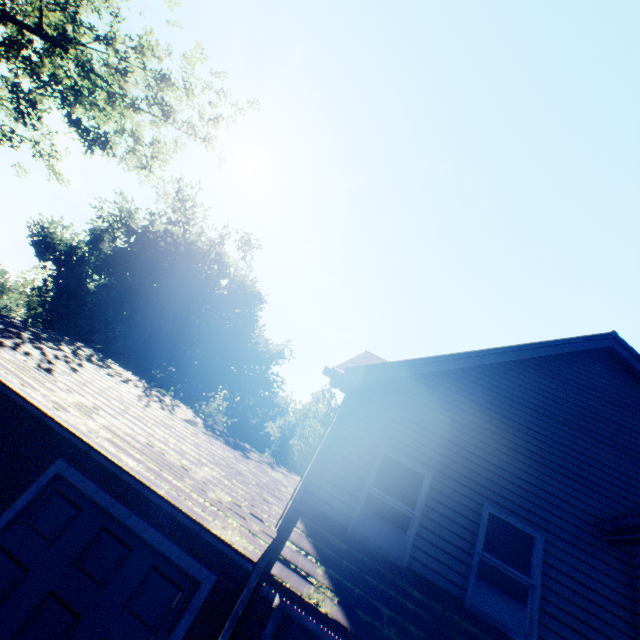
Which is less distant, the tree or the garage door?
the garage door

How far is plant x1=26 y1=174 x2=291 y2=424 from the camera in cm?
2850

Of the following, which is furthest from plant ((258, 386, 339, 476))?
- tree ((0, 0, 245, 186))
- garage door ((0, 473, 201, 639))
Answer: garage door ((0, 473, 201, 639))

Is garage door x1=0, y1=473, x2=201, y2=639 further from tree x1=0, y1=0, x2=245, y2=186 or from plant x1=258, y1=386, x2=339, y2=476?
plant x1=258, y1=386, x2=339, y2=476

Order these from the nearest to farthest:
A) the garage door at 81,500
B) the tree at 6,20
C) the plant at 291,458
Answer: the garage door at 81,500 < the tree at 6,20 < the plant at 291,458

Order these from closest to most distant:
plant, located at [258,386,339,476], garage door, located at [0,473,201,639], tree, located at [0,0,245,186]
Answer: garage door, located at [0,473,201,639] < tree, located at [0,0,245,186] < plant, located at [258,386,339,476]

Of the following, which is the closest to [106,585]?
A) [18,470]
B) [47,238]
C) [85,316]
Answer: [18,470]

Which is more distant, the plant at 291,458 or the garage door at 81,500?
the plant at 291,458
